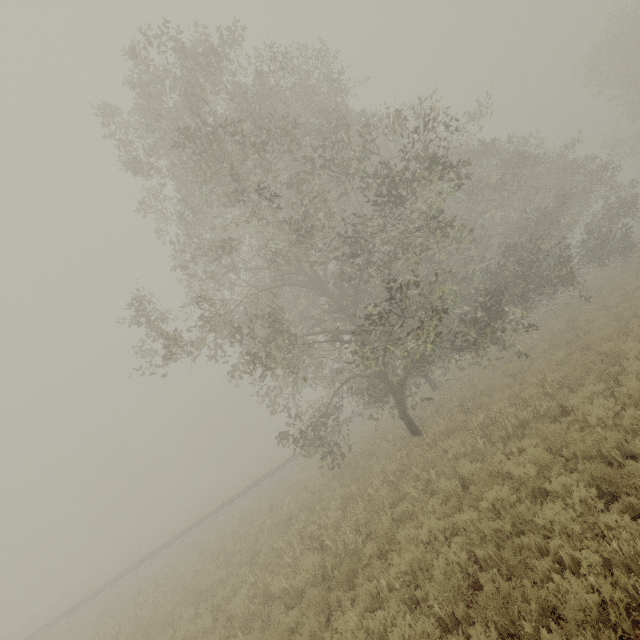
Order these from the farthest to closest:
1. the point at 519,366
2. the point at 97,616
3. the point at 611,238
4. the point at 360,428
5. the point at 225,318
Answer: the point at 360,428
the point at 611,238
the point at 97,616
the point at 519,366
the point at 225,318

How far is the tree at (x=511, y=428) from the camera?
8.6m

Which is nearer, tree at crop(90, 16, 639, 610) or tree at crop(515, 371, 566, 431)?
tree at crop(515, 371, 566, 431)

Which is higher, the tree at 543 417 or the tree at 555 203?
the tree at 555 203

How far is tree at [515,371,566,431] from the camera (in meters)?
8.54

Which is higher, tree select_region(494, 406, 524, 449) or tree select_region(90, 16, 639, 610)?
tree select_region(90, 16, 639, 610)
